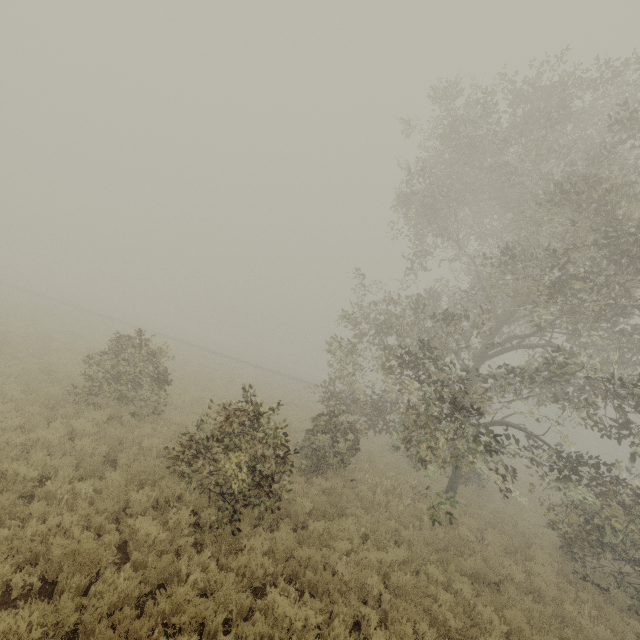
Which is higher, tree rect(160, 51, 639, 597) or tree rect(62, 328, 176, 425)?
tree rect(160, 51, 639, 597)

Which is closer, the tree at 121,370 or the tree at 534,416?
the tree at 534,416

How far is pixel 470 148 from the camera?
12.79m

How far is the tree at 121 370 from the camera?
10.9m

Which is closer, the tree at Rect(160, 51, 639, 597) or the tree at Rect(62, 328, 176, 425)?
the tree at Rect(160, 51, 639, 597)

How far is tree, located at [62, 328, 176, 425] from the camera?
10.9 meters
